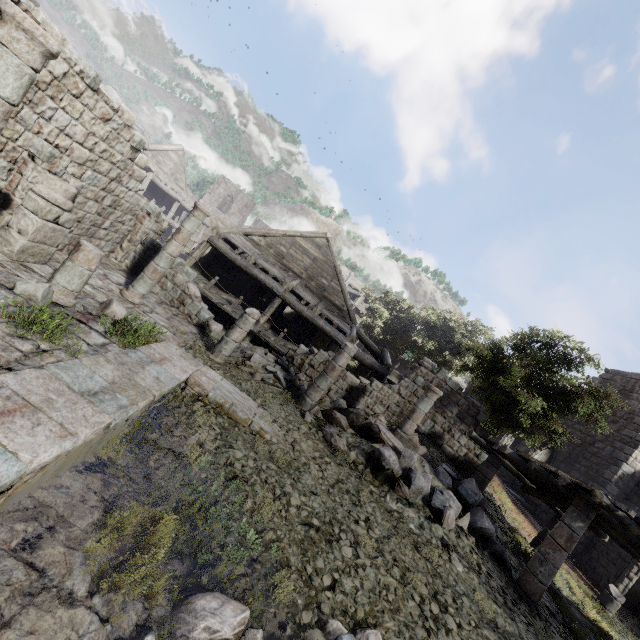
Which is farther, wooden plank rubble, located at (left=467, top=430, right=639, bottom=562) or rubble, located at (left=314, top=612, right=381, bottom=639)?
wooden plank rubble, located at (left=467, top=430, right=639, bottom=562)

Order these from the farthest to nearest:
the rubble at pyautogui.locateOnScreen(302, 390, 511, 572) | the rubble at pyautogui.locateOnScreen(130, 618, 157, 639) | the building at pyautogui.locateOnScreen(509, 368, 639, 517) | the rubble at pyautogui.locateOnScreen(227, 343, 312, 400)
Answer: the building at pyautogui.locateOnScreen(509, 368, 639, 517)
the rubble at pyautogui.locateOnScreen(227, 343, 312, 400)
the rubble at pyautogui.locateOnScreen(302, 390, 511, 572)
the rubble at pyautogui.locateOnScreen(130, 618, 157, 639)

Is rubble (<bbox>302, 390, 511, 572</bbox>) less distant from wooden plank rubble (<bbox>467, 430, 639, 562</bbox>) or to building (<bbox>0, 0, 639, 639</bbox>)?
building (<bbox>0, 0, 639, 639</bbox>)

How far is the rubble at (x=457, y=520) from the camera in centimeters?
838cm

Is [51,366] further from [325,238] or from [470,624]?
[325,238]

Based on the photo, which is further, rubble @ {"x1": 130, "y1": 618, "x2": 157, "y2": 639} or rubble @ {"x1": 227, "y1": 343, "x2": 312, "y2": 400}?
rubble @ {"x1": 227, "y1": 343, "x2": 312, "y2": 400}

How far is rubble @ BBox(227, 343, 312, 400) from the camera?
11.68m

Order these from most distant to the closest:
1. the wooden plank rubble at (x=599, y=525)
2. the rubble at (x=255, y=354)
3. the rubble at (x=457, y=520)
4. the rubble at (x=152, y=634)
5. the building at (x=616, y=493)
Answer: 1. the building at (x=616, y=493)
2. the rubble at (x=255, y=354)
3. the rubble at (x=457, y=520)
4. the wooden plank rubble at (x=599, y=525)
5. the rubble at (x=152, y=634)
